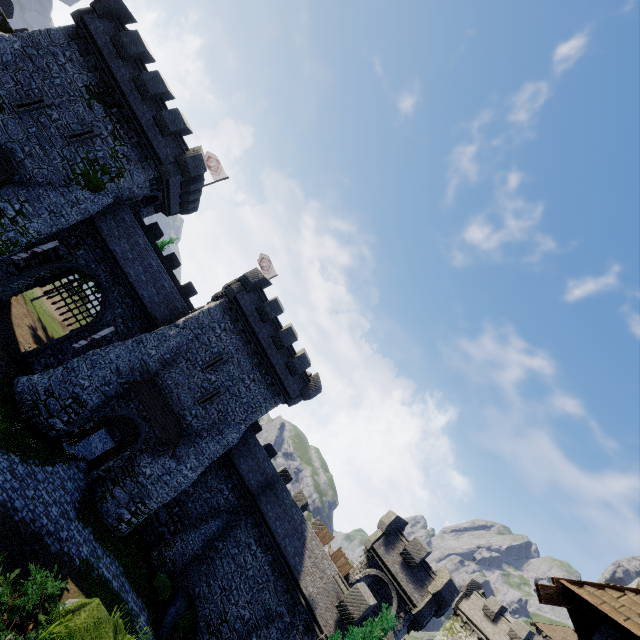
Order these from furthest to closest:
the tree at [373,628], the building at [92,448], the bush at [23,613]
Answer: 1. the building at [92,448]
2. the tree at [373,628]
3. the bush at [23,613]

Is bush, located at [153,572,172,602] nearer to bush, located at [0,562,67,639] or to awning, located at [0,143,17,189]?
bush, located at [0,562,67,639]

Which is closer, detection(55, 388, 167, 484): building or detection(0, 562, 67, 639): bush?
detection(0, 562, 67, 639): bush

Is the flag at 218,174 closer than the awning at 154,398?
No

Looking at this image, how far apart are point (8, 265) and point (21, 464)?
14.0 meters

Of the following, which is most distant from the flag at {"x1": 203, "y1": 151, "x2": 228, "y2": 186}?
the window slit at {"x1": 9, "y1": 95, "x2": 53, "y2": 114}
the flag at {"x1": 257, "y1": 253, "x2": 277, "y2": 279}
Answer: the window slit at {"x1": 9, "y1": 95, "x2": 53, "y2": 114}

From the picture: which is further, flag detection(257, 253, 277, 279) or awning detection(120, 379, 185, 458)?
flag detection(257, 253, 277, 279)

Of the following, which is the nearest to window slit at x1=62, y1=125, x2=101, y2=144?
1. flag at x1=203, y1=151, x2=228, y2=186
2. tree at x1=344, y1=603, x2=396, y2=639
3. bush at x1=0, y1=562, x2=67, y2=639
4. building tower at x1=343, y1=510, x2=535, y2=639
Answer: flag at x1=203, y1=151, x2=228, y2=186
